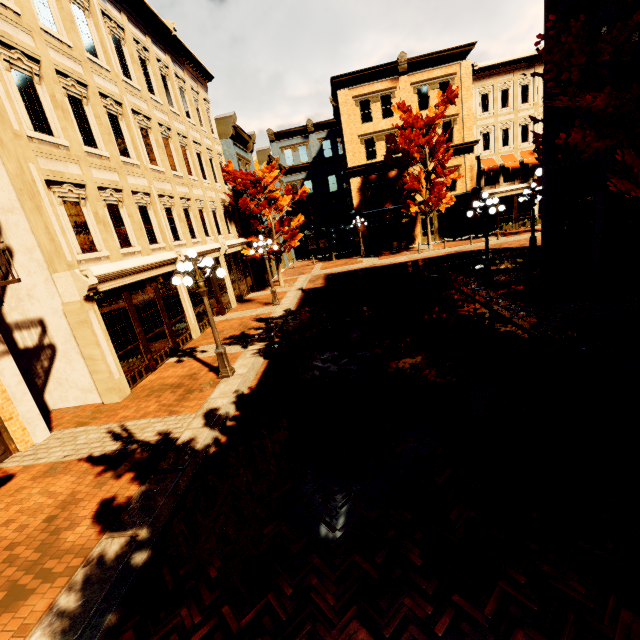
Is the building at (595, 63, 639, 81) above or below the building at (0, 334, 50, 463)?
above

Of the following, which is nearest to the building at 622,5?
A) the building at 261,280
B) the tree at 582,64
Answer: the tree at 582,64

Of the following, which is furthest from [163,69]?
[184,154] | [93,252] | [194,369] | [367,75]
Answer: [367,75]

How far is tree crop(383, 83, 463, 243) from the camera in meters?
22.6 m

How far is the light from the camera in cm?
815

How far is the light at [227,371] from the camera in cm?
815

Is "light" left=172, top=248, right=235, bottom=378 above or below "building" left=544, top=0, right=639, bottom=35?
below

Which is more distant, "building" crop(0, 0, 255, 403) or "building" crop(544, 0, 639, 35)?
"building" crop(544, 0, 639, 35)
